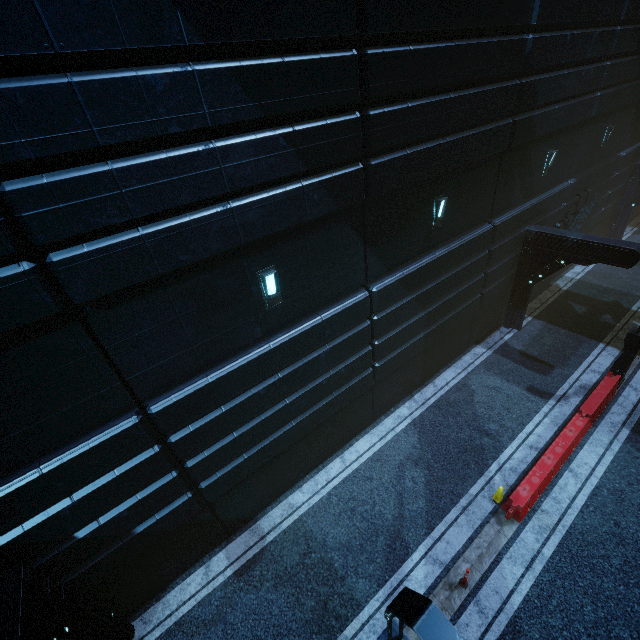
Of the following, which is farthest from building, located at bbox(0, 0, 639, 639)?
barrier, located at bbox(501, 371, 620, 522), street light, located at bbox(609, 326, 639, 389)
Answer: barrier, located at bbox(501, 371, 620, 522)

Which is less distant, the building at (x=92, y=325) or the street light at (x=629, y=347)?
the building at (x=92, y=325)

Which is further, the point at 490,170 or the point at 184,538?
the point at 490,170

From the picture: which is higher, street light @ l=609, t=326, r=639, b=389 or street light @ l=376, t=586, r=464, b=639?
street light @ l=376, t=586, r=464, b=639

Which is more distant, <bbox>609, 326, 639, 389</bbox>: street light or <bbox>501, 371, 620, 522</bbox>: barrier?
<bbox>609, 326, 639, 389</bbox>: street light

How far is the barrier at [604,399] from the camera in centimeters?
879cm

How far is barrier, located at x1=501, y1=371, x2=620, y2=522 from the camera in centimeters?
879cm

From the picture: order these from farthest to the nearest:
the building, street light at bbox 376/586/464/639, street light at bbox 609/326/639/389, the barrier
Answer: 1. street light at bbox 609/326/639/389
2. the barrier
3. the building
4. street light at bbox 376/586/464/639
